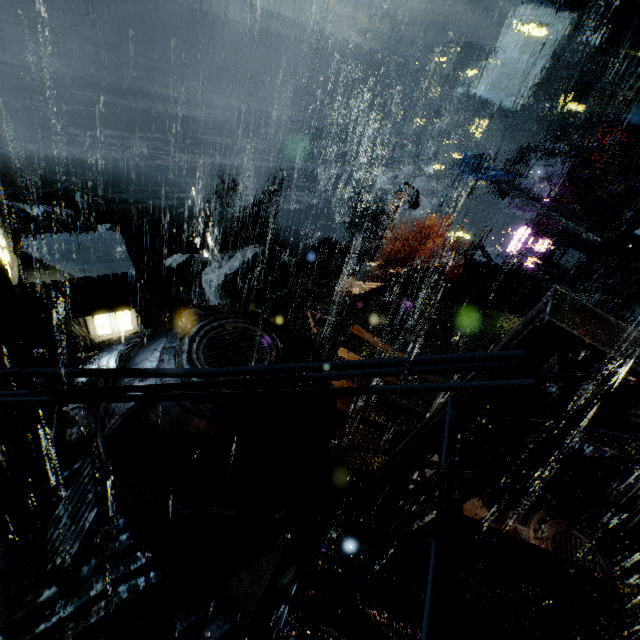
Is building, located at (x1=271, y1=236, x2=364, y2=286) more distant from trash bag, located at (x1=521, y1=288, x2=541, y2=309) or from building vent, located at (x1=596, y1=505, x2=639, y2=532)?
building vent, located at (x1=596, y1=505, x2=639, y2=532)

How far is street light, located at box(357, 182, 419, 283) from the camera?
21.6m

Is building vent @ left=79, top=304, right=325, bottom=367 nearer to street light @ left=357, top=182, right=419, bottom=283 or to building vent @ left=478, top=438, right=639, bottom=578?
building vent @ left=478, top=438, right=639, bottom=578

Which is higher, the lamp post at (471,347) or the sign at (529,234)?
the lamp post at (471,347)

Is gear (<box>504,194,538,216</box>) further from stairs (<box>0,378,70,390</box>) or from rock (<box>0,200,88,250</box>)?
stairs (<box>0,378,70,390</box>)

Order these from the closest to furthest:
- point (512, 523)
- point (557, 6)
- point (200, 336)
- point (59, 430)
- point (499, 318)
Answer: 1. point (200, 336)
2. point (59, 430)
3. point (512, 523)
4. point (499, 318)
5. point (557, 6)

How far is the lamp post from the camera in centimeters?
342cm

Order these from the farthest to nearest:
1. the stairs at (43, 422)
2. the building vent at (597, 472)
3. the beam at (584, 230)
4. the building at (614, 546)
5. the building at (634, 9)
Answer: the building at (634, 9) < the beam at (584, 230) < the stairs at (43, 422) < the building at (614, 546) < the building vent at (597, 472)
